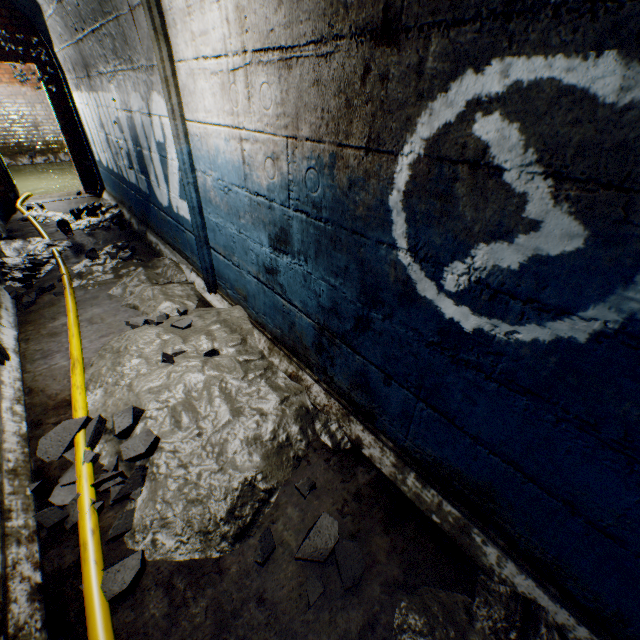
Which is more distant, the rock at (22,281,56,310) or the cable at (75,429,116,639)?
the rock at (22,281,56,310)

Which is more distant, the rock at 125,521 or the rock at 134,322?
the rock at 134,322

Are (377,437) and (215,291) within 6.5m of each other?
yes

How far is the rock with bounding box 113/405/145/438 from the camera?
1.90m

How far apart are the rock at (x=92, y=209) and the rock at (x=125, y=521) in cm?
464

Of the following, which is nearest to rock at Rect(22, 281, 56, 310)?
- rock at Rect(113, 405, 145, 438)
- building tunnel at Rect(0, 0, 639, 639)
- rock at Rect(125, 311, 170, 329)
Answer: building tunnel at Rect(0, 0, 639, 639)

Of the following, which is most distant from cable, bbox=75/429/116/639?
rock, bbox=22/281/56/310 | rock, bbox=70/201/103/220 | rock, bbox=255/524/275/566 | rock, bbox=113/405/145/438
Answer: rock, bbox=70/201/103/220

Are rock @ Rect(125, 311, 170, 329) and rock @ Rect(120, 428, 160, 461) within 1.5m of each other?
yes
